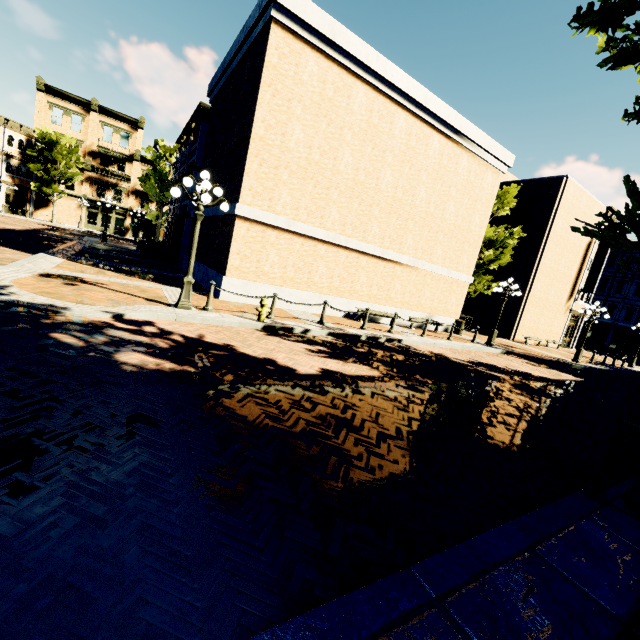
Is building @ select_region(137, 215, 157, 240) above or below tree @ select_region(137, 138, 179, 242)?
below

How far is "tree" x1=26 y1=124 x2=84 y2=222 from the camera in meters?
34.4 m

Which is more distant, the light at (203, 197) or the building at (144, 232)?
the building at (144, 232)

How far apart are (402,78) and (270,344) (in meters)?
12.64

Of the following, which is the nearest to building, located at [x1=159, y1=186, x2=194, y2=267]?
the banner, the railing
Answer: the railing

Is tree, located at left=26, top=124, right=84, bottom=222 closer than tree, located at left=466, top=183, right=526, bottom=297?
No

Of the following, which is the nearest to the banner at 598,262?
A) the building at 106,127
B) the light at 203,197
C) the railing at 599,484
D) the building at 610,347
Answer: the building at 610,347
